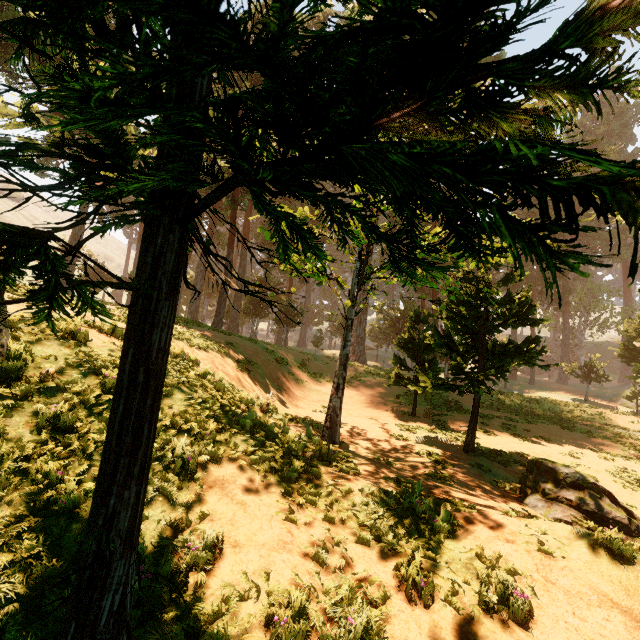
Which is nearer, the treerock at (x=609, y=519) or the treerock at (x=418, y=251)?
the treerock at (x=418, y=251)

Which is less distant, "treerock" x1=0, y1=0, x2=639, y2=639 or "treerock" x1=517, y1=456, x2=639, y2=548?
"treerock" x1=0, y1=0, x2=639, y2=639

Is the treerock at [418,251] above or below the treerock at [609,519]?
above

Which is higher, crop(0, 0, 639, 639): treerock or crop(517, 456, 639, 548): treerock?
crop(0, 0, 639, 639): treerock

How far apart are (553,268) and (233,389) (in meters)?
11.52
